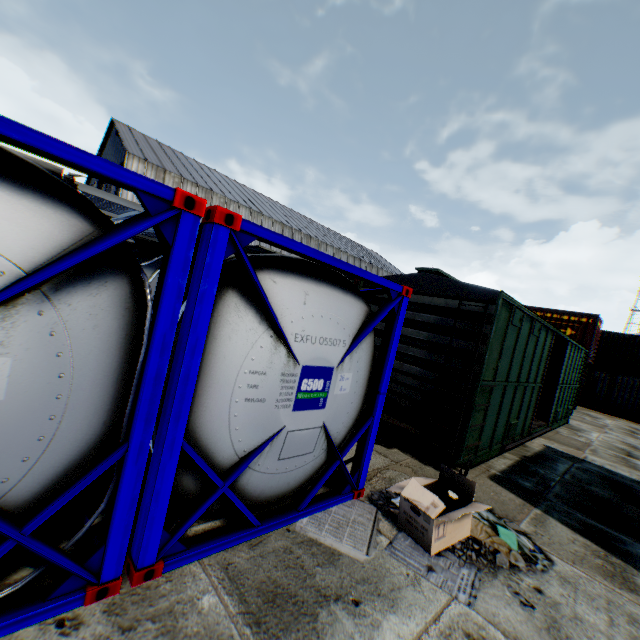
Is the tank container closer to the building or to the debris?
the debris

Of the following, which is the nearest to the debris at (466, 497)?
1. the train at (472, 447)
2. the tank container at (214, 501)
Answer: the tank container at (214, 501)

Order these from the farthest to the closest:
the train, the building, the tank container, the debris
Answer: the building → the train → the debris → the tank container

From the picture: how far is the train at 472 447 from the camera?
5.9m

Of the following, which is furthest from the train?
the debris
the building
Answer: the building

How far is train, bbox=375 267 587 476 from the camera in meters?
5.9

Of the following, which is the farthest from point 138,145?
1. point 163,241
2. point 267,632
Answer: point 267,632
